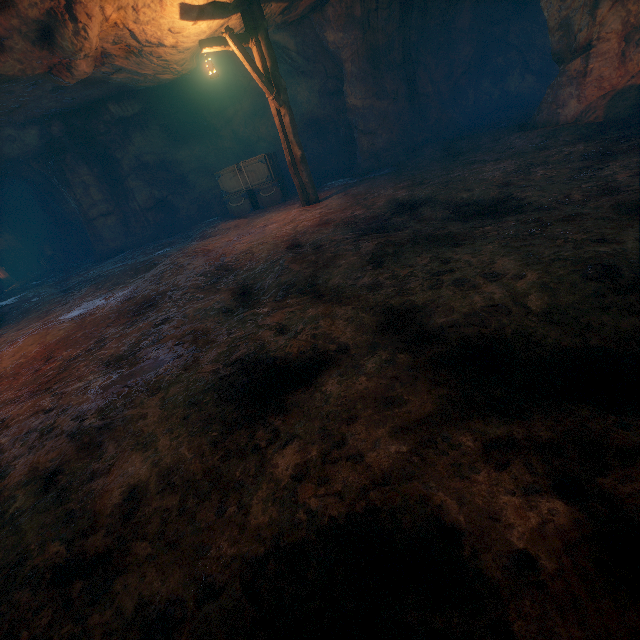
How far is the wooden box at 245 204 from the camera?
11.6m

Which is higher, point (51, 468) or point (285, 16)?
point (285, 16)

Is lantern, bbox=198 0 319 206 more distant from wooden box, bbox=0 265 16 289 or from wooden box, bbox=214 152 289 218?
wooden box, bbox=0 265 16 289

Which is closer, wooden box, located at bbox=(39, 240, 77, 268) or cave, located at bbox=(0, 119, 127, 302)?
cave, located at bbox=(0, 119, 127, 302)

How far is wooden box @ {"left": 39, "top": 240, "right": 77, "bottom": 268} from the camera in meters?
18.6

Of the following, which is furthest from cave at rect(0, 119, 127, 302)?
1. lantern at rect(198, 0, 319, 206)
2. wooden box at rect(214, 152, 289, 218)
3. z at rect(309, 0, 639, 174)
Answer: z at rect(309, 0, 639, 174)

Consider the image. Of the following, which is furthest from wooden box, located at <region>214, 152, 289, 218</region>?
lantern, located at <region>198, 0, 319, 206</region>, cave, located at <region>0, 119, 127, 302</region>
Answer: cave, located at <region>0, 119, 127, 302</region>

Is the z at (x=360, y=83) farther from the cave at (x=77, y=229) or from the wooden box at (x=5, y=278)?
the wooden box at (x=5, y=278)
